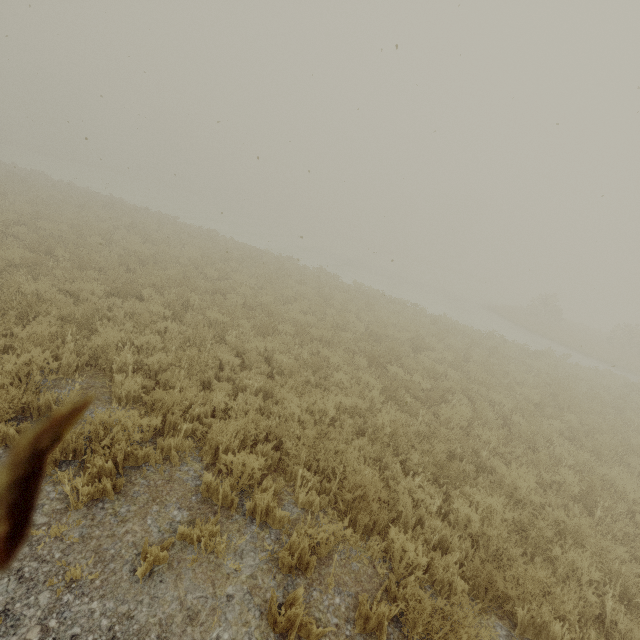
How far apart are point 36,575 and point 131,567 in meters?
0.7
